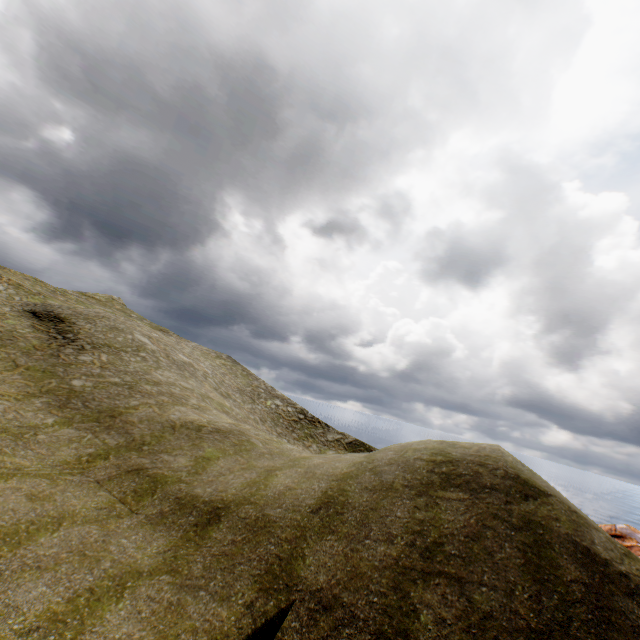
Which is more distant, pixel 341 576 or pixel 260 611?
pixel 341 576
